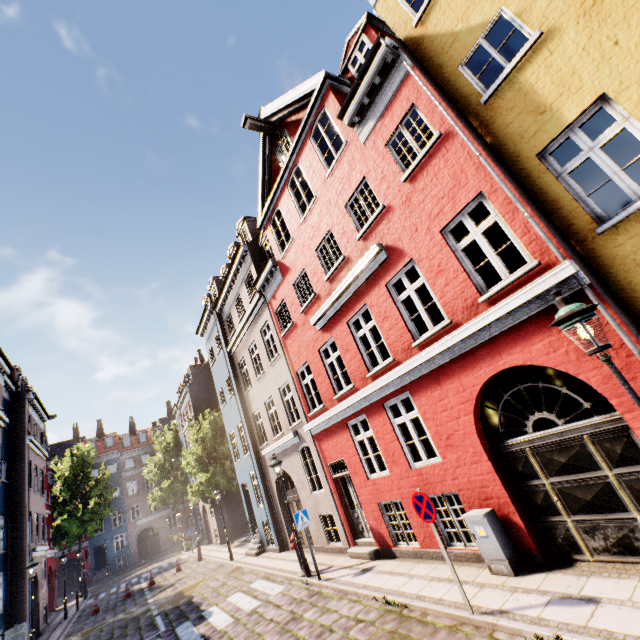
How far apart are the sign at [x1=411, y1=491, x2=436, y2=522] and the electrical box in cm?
123

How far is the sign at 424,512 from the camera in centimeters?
577cm

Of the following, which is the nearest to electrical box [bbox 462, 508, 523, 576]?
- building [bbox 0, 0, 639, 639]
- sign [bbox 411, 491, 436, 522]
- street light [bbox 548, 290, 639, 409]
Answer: building [bbox 0, 0, 639, 639]

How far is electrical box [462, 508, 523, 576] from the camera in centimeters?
603cm

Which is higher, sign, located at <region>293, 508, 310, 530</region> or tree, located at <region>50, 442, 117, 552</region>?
tree, located at <region>50, 442, 117, 552</region>

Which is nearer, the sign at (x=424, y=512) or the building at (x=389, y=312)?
the building at (x=389, y=312)

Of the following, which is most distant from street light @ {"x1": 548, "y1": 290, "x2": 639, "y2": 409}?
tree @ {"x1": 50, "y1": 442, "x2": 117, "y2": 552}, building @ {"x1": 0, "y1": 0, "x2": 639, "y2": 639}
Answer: tree @ {"x1": 50, "y1": 442, "x2": 117, "y2": 552}

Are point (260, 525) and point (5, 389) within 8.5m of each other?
no
